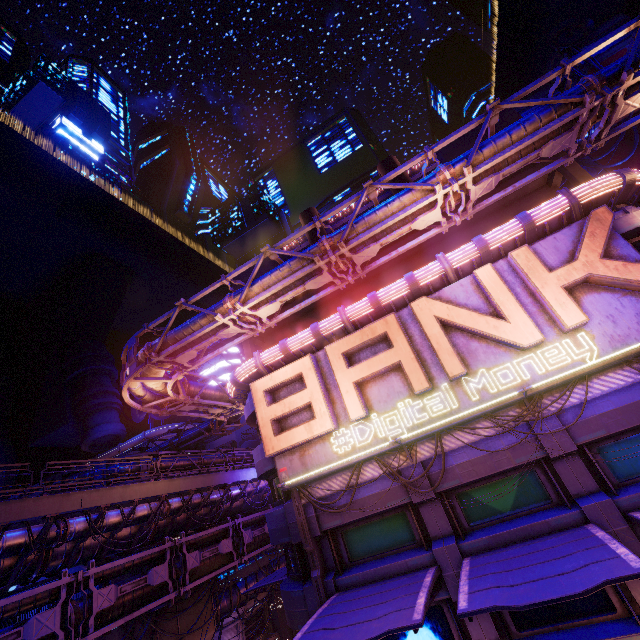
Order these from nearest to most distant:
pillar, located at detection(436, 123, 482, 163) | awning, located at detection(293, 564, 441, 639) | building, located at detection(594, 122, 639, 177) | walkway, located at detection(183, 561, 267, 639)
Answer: awning, located at detection(293, 564, 441, 639)
pillar, located at detection(436, 123, 482, 163)
walkway, located at detection(183, 561, 267, 639)
building, located at detection(594, 122, 639, 177)

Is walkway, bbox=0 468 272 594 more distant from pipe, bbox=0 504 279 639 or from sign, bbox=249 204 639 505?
sign, bbox=249 204 639 505

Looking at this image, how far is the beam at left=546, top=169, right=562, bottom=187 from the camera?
16.03m

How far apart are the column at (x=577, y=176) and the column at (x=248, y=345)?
18.68m

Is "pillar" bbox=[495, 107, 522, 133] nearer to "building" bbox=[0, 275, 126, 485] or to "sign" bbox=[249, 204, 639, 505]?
"sign" bbox=[249, 204, 639, 505]

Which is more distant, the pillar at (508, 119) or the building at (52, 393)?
the building at (52, 393)

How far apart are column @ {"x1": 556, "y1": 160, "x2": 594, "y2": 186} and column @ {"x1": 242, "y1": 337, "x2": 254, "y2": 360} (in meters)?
18.68

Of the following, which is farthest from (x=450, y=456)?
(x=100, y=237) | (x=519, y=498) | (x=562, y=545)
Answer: (x=100, y=237)
